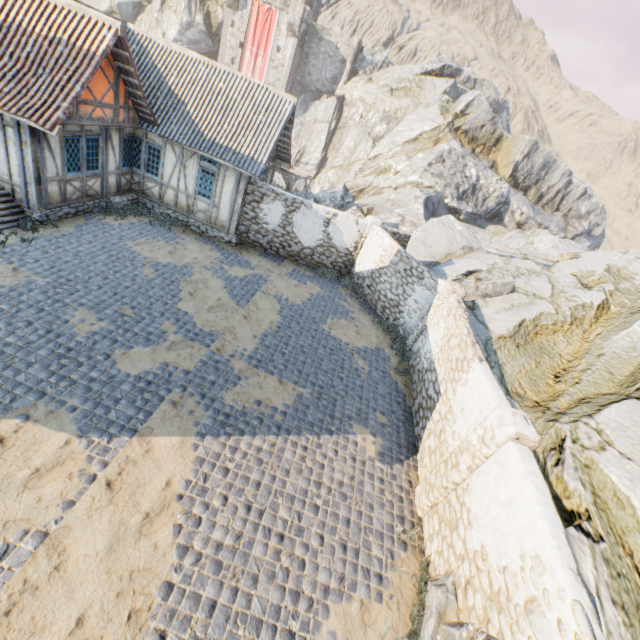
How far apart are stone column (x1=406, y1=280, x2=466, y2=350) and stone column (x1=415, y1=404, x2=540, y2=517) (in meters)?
5.64

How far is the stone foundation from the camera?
11.05m

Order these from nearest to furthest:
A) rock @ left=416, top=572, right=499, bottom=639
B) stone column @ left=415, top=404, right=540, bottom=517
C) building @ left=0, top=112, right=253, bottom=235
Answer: rock @ left=416, top=572, right=499, bottom=639, stone column @ left=415, top=404, right=540, bottom=517, building @ left=0, top=112, right=253, bottom=235

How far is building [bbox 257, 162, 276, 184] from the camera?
15.4m

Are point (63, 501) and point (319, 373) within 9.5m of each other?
yes

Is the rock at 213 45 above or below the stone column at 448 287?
above

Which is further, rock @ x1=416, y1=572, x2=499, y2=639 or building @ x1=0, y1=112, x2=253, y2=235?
building @ x1=0, y1=112, x2=253, y2=235

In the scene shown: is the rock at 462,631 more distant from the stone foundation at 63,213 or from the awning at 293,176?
the stone foundation at 63,213
